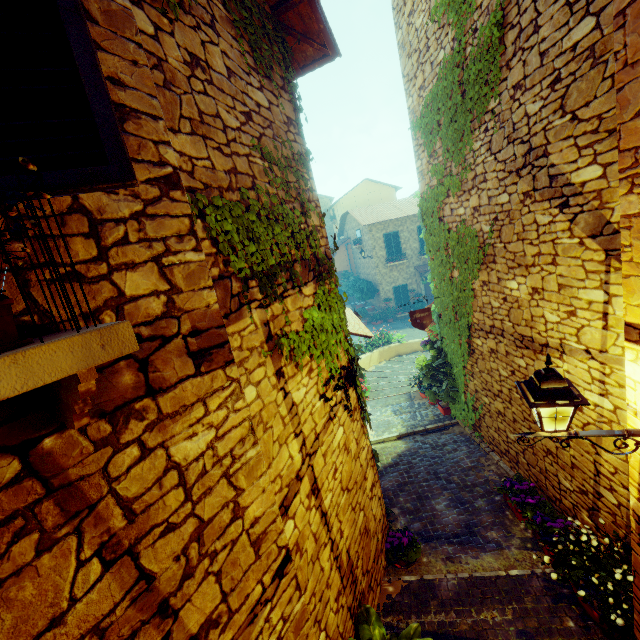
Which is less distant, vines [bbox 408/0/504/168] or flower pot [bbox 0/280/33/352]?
flower pot [bbox 0/280/33/352]

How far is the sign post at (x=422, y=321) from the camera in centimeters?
718cm

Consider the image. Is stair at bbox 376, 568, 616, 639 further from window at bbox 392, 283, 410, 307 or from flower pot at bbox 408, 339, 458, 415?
window at bbox 392, 283, 410, 307

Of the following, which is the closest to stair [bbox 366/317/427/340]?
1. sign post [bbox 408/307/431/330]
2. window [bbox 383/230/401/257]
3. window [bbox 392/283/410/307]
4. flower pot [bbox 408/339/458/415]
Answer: flower pot [bbox 408/339/458/415]

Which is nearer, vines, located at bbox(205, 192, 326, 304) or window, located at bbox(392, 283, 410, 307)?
vines, located at bbox(205, 192, 326, 304)

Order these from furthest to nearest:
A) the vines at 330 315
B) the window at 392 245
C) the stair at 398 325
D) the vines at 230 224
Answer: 1. the window at 392 245
2. the stair at 398 325
3. the vines at 330 315
4. the vines at 230 224

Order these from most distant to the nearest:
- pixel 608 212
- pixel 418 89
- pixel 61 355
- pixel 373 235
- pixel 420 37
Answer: pixel 373 235
pixel 418 89
pixel 420 37
pixel 608 212
pixel 61 355

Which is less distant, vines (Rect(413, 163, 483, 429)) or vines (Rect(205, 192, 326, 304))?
vines (Rect(205, 192, 326, 304))
